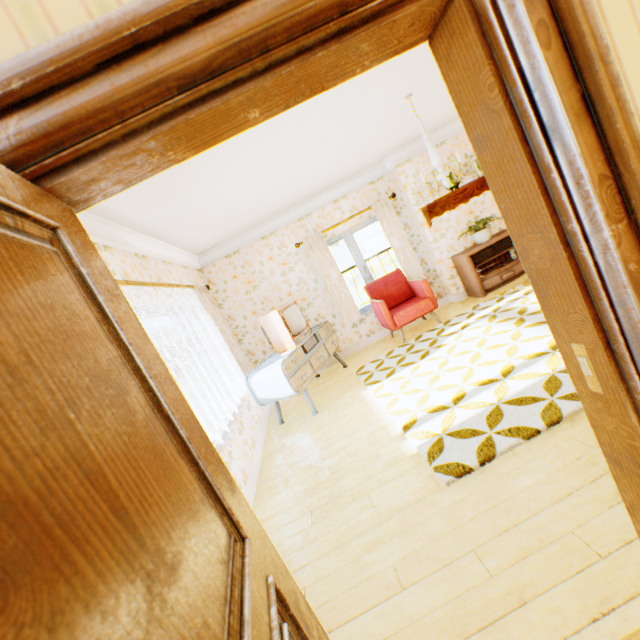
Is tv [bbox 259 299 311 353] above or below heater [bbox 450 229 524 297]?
above

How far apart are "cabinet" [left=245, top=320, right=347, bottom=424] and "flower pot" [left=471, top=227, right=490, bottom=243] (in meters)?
3.16

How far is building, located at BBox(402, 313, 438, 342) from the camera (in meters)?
5.85

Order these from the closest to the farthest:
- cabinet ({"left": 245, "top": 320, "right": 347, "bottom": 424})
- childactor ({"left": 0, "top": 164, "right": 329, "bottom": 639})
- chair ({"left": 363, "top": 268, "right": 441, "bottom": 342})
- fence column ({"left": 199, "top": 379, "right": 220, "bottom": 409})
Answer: childactor ({"left": 0, "top": 164, "right": 329, "bottom": 639}) → cabinet ({"left": 245, "top": 320, "right": 347, "bottom": 424}) → chair ({"left": 363, "top": 268, "right": 441, "bottom": 342}) → fence column ({"left": 199, "top": 379, "right": 220, "bottom": 409})

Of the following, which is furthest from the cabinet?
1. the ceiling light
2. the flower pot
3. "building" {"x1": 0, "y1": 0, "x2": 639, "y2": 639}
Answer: the flower pot

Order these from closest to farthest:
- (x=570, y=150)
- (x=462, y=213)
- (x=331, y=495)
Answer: (x=570, y=150) → (x=331, y=495) → (x=462, y=213)

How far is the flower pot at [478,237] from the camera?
5.91m

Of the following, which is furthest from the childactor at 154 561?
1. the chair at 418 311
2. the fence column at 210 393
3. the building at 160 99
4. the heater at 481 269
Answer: the fence column at 210 393
